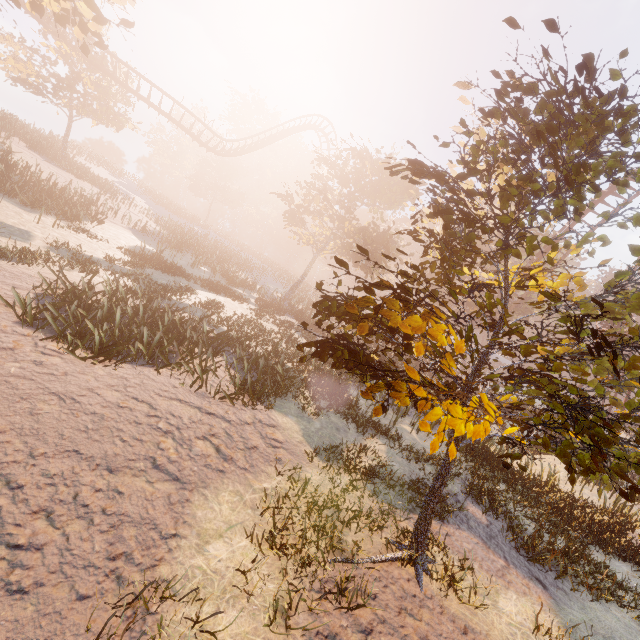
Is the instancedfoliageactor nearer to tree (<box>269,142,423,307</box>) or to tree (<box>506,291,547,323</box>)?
tree (<box>269,142,423,307</box>)

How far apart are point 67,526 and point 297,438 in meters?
5.0 m

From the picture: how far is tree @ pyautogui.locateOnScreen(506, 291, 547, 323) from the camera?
32.3m

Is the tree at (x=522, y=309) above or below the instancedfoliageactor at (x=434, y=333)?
above

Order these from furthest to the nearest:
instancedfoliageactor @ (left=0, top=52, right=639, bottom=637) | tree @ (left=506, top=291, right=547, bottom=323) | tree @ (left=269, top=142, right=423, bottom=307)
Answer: tree @ (left=506, top=291, right=547, bottom=323) → tree @ (left=269, top=142, right=423, bottom=307) → instancedfoliageactor @ (left=0, top=52, right=639, bottom=637)

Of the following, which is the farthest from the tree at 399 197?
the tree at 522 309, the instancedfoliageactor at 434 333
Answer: the instancedfoliageactor at 434 333

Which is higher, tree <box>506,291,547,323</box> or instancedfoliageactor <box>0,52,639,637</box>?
tree <box>506,291,547,323</box>

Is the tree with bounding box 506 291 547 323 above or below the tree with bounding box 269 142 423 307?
below
